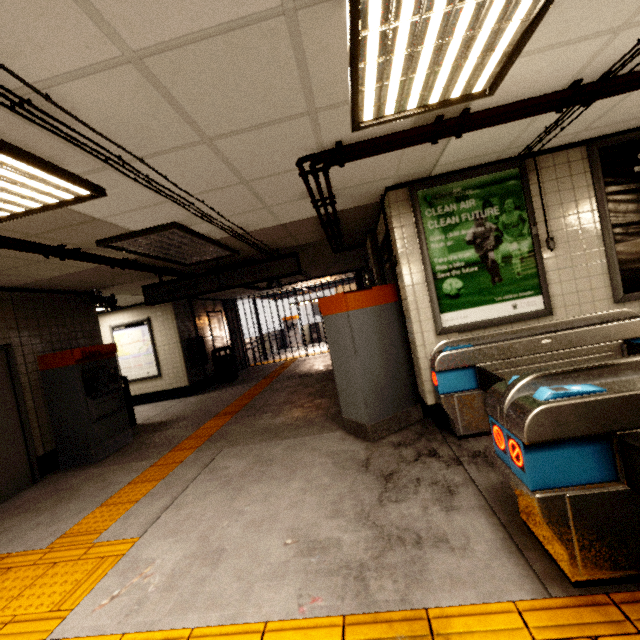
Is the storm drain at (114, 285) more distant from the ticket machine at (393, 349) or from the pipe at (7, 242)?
the ticket machine at (393, 349)

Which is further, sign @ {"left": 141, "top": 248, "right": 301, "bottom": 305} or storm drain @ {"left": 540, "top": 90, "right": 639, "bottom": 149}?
sign @ {"left": 141, "top": 248, "right": 301, "bottom": 305}

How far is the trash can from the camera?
10.78m

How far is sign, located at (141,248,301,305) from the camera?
5.8 meters

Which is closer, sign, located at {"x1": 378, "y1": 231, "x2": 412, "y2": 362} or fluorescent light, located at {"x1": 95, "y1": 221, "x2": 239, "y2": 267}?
fluorescent light, located at {"x1": 95, "y1": 221, "x2": 239, "y2": 267}

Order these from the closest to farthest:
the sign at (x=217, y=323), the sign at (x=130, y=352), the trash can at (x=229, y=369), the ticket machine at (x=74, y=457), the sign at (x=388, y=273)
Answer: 1. the sign at (x=388, y=273)
2. the ticket machine at (x=74, y=457)
3. the sign at (x=130, y=352)
4. the trash can at (x=229, y=369)
5. the sign at (x=217, y=323)

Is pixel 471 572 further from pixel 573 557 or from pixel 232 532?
pixel 232 532

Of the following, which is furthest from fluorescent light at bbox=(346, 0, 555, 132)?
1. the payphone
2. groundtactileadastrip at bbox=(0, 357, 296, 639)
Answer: the payphone
